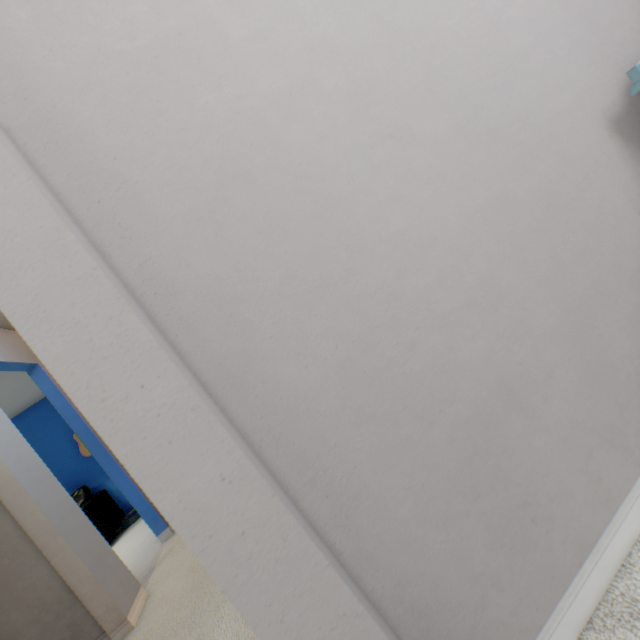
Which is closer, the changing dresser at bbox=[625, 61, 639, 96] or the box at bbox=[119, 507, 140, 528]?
the changing dresser at bbox=[625, 61, 639, 96]

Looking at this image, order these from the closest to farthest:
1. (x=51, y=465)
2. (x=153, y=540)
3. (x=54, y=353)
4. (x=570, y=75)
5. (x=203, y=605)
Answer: (x=54, y=353), (x=570, y=75), (x=203, y=605), (x=153, y=540), (x=51, y=465)

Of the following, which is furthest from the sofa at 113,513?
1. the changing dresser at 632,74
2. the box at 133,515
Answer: the changing dresser at 632,74

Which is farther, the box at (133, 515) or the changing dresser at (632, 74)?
the box at (133, 515)

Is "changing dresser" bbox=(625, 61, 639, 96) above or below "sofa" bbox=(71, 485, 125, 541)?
above

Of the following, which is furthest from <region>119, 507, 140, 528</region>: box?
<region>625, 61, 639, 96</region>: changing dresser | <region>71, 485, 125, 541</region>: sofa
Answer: <region>625, 61, 639, 96</region>: changing dresser

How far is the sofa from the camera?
4.57m

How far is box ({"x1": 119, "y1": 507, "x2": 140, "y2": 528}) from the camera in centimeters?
497cm
